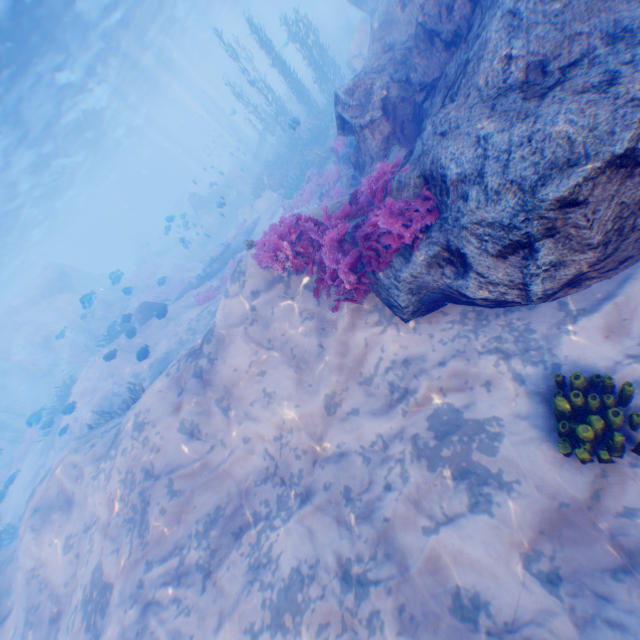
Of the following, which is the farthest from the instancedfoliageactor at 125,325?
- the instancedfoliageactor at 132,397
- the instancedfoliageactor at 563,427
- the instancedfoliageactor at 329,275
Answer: the instancedfoliageactor at 563,427

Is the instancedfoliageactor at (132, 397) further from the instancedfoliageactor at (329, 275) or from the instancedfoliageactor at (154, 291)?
the instancedfoliageactor at (154, 291)

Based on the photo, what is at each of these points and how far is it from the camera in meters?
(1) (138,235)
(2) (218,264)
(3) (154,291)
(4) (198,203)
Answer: (1) rock, 53.9
(2) plane, 20.3
(3) instancedfoliageactor, 27.5
(4) plane, 32.0

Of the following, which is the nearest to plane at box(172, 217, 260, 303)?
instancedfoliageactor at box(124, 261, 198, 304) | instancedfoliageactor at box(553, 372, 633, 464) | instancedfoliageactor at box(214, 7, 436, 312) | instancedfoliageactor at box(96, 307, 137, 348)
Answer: instancedfoliageactor at box(214, 7, 436, 312)

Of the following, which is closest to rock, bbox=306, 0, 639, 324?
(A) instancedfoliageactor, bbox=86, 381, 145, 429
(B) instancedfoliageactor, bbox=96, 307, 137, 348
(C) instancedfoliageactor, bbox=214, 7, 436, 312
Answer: (C) instancedfoliageactor, bbox=214, 7, 436, 312

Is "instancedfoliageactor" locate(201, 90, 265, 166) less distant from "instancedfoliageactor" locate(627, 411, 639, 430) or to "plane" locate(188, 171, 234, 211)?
"plane" locate(188, 171, 234, 211)

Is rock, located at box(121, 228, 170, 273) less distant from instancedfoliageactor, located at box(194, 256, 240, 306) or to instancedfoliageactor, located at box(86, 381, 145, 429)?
instancedfoliageactor, located at box(194, 256, 240, 306)
